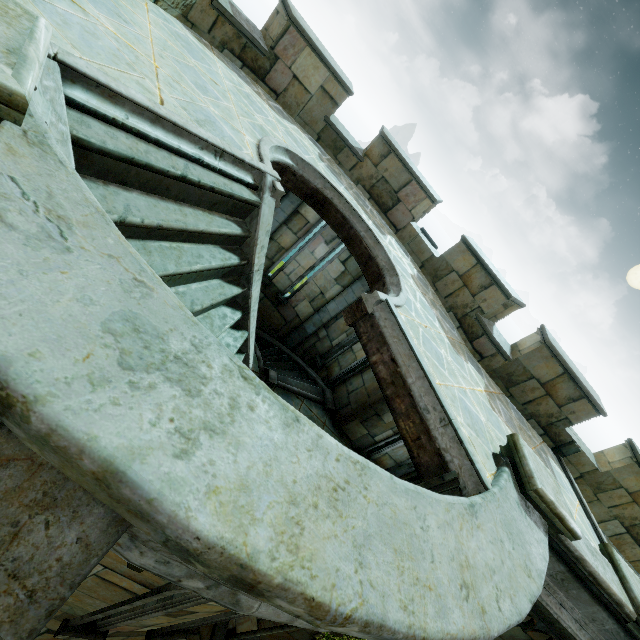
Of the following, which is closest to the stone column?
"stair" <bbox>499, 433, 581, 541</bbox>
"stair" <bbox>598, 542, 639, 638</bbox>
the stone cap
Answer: "stair" <bbox>598, 542, 639, 638</bbox>

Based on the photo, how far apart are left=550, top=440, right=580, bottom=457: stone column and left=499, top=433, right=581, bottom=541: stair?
4.1m

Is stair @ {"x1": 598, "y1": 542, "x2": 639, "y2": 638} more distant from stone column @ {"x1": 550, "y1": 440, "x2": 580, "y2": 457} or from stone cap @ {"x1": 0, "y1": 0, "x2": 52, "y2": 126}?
stone cap @ {"x1": 0, "y1": 0, "x2": 52, "y2": 126}

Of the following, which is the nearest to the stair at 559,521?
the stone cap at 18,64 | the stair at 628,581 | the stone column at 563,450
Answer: the stair at 628,581

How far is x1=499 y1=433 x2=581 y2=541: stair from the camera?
3.84m

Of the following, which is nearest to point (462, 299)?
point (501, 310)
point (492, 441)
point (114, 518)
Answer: point (501, 310)

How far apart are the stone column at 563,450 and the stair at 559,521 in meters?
4.1

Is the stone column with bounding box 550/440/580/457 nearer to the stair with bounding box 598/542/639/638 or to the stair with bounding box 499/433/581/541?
the stair with bounding box 598/542/639/638
